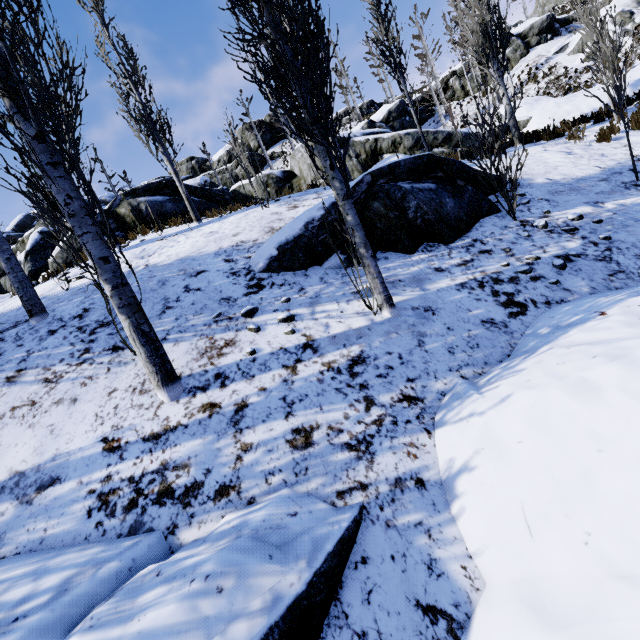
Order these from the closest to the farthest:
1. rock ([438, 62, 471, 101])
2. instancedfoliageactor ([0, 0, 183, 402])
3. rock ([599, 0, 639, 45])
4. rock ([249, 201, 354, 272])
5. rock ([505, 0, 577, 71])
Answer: instancedfoliageactor ([0, 0, 183, 402]), rock ([249, 201, 354, 272]), rock ([599, 0, 639, 45]), rock ([505, 0, 577, 71]), rock ([438, 62, 471, 101])

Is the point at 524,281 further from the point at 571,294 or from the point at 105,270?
the point at 105,270

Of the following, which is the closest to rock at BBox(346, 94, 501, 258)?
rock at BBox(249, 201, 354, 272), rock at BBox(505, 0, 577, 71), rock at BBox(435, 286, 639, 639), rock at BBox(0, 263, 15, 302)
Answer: rock at BBox(0, 263, 15, 302)

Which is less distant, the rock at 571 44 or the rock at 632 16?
the rock at 632 16

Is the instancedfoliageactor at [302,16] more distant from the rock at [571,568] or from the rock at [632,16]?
the rock at [632,16]

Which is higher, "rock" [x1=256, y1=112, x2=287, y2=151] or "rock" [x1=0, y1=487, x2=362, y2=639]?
"rock" [x1=256, y1=112, x2=287, y2=151]

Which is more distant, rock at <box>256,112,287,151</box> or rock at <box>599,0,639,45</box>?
rock at <box>256,112,287,151</box>

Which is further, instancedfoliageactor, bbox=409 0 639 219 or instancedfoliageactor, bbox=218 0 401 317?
instancedfoliageactor, bbox=409 0 639 219
